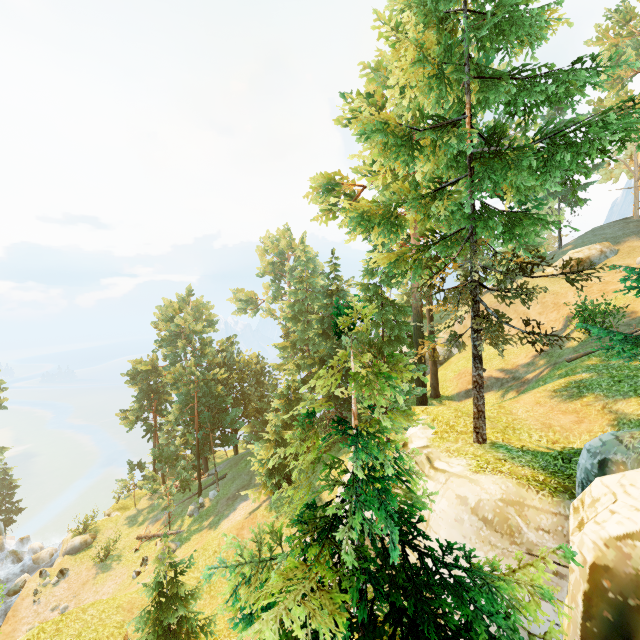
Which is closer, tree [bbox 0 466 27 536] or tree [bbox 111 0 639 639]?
tree [bbox 111 0 639 639]

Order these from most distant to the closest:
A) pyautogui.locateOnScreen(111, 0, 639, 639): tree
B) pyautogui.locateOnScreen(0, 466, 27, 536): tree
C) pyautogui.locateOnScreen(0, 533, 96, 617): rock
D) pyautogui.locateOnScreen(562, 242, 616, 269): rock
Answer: pyautogui.locateOnScreen(0, 466, 27, 536): tree
pyautogui.locateOnScreen(562, 242, 616, 269): rock
pyautogui.locateOnScreen(0, 533, 96, 617): rock
pyautogui.locateOnScreen(111, 0, 639, 639): tree

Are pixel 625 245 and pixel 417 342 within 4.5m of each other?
no

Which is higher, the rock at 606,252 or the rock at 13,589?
the rock at 606,252

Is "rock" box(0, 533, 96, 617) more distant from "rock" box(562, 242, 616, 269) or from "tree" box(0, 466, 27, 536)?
"rock" box(562, 242, 616, 269)

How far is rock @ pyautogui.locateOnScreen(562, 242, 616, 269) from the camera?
29.1 meters

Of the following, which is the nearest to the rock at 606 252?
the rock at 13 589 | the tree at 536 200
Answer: the tree at 536 200

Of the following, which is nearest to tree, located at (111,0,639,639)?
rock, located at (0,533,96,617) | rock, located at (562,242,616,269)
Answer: rock, located at (0,533,96,617)
